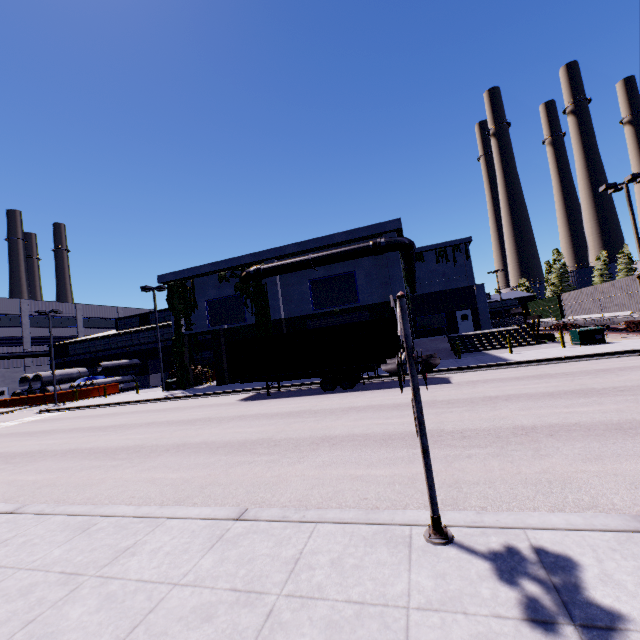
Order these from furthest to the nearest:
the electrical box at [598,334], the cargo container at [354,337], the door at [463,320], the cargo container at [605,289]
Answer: the door at [463,320] < the cargo container at [605,289] < the electrical box at [598,334] < the cargo container at [354,337]

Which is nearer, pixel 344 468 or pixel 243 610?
pixel 243 610

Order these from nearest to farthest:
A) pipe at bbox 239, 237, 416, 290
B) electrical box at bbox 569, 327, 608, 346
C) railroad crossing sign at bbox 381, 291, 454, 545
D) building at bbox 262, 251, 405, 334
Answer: railroad crossing sign at bbox 381, 291, 454, 545 < electrical box at bbox 569, 327, 608, 346 < pipe at bbox 239, 237, 416, 290 < building at bbox 262, 251, 405, 334

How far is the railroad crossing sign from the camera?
3.5m

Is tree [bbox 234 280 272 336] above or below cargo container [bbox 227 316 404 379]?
above

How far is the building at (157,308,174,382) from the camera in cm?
4106

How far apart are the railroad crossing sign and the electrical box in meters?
22.0 m

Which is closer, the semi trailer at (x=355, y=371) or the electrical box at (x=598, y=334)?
the semi trailer at (x=355, y=371)
